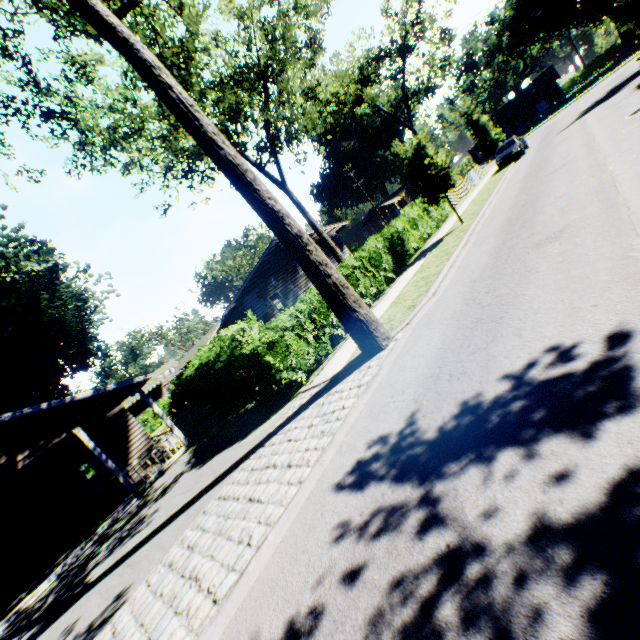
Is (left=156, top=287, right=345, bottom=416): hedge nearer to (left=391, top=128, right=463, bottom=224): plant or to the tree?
(left=391, top=128, right=463, bottom=224): plant

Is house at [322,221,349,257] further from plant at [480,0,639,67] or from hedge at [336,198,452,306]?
plant at [480,0,639,67]

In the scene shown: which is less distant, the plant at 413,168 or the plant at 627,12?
the plant at 413,168

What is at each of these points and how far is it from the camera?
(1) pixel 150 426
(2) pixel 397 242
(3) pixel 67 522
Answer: (1) hedge, 35.94m
(2) hedge, 17.02m
(3) house, 14.68m

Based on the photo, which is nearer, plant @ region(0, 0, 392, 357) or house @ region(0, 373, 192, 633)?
plant @ region(0, 0, 392, 357)

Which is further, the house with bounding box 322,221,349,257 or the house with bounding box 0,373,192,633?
the house with bounding box 322,221,349,257

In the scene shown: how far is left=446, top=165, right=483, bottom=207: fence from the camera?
25.4 meters

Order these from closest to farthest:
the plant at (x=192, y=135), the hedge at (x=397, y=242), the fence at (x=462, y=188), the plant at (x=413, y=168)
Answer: the plant at (x=192, y=135) < the hedge at (x=397, y=242) < the plant at (x=413, y=168) < the fence at (x=462, y=188)
